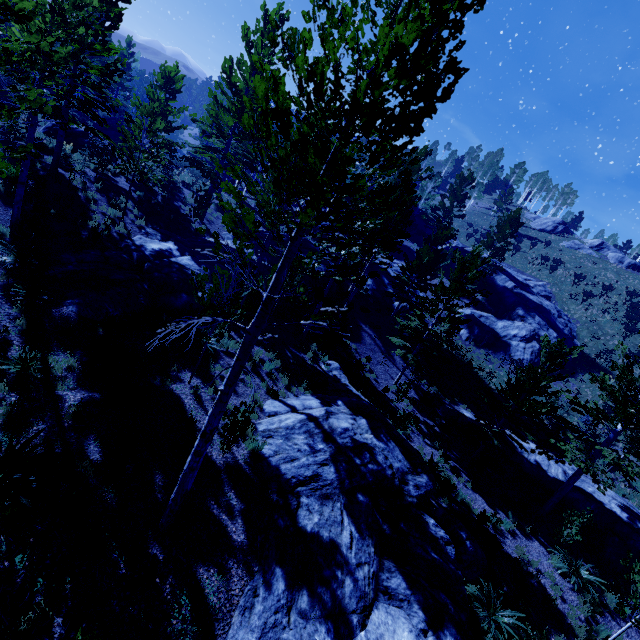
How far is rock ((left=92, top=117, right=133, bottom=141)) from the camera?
25.88m

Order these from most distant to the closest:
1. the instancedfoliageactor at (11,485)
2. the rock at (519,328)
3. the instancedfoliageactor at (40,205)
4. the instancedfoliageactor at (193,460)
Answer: the rock at (519,328), the instancedfoliageactor at (40,205), the instancedfoliageactor at (11,485), the instancedfoliageactor at (193,460)

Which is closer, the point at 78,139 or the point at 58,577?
the point at 58,577

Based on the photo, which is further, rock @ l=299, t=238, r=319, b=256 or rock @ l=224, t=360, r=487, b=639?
rock @ l=299, t=238, r=319, b=256

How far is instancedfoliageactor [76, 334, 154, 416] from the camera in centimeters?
809cm

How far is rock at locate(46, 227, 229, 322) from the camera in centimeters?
1075cm

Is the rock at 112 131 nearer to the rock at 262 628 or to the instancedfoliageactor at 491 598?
the instancedfoliageactor at 491 598

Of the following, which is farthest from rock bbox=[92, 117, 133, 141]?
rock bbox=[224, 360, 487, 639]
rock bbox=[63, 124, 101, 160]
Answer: rock bbox=[224, 360, 487, 639]
